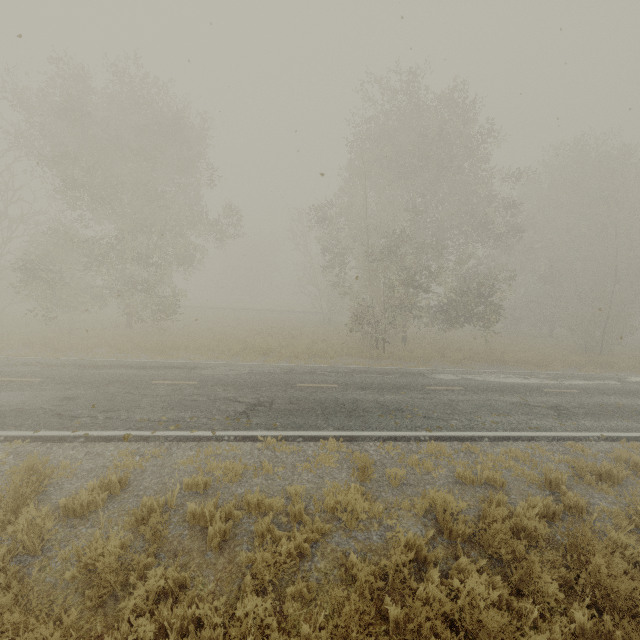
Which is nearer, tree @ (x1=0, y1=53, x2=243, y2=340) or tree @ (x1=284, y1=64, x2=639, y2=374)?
tree @ (x1=0, y1=53, x2=243, y2=340)

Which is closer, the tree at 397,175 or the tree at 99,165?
the tree at 99,165

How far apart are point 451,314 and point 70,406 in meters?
18.7
